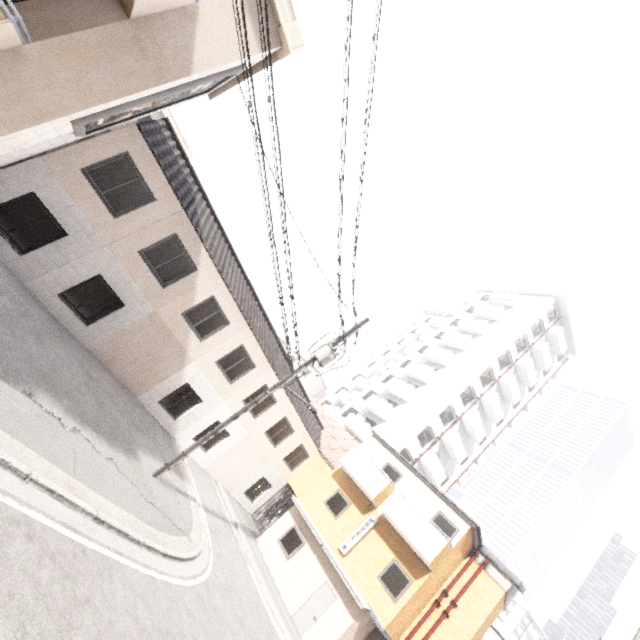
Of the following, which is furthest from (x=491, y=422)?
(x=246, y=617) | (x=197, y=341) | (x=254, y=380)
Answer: (x=197, y=341)

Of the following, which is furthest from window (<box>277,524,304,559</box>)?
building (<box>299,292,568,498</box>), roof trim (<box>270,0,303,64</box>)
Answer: roof trim (<box>270,0,303,64</box>)

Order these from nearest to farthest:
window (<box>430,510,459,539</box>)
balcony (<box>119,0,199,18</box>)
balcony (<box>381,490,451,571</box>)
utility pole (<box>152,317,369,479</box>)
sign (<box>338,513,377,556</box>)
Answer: balcony (<box>119,0,199,18</box>) → utility pole (<box>152,317,369,479</box>) → balcony (<box>381,490,451,571</box>) → window (<box>430,510,459,539</box>) → sign (<box>338,513,377,556</box>)

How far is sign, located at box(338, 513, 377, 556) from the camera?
16.00m

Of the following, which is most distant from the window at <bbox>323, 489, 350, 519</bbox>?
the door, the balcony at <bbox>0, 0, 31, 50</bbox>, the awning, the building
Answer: the balcony at <bbox>0, 0, 31, 50</bbox>

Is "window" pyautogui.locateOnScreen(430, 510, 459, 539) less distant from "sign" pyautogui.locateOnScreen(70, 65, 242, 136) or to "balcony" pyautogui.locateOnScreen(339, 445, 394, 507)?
"balcony" pyautogui.locateOnScreen(339, 445, 394, 507)

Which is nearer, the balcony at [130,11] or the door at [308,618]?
the balcony at [130,11]

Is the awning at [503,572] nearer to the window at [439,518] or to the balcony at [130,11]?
the window at [439,518]
